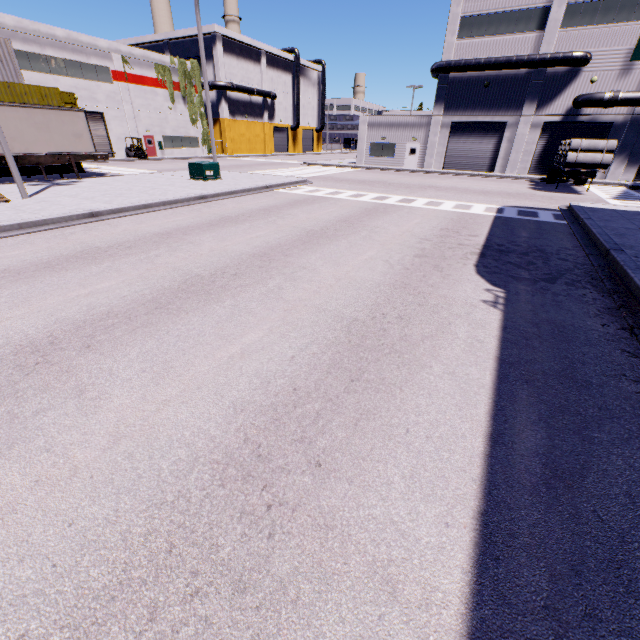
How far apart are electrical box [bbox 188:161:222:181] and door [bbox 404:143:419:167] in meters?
23.4 m

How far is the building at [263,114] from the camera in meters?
46.2 m

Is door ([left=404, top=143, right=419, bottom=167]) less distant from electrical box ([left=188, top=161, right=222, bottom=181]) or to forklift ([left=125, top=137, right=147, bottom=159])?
electrical box ([left=188, top=161, right=222, bottom=181])

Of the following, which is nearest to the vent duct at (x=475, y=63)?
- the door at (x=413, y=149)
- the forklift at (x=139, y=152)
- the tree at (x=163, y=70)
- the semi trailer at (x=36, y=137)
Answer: the tree at (x=163, y=70)

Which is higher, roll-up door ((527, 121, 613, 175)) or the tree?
the tree

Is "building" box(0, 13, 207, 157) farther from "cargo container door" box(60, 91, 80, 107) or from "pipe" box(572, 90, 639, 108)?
"cargo container door" box(60, 91, 80, 107)

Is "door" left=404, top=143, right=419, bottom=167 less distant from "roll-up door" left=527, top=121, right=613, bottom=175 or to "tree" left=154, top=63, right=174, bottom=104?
"roll-up door" left=527, top=121, right=613, bottom=175

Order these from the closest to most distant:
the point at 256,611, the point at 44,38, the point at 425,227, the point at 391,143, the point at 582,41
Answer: the point at 256,611 < the point at 425,227 < the point at 582,41 < the point at 44,38 < the point at 391,143
